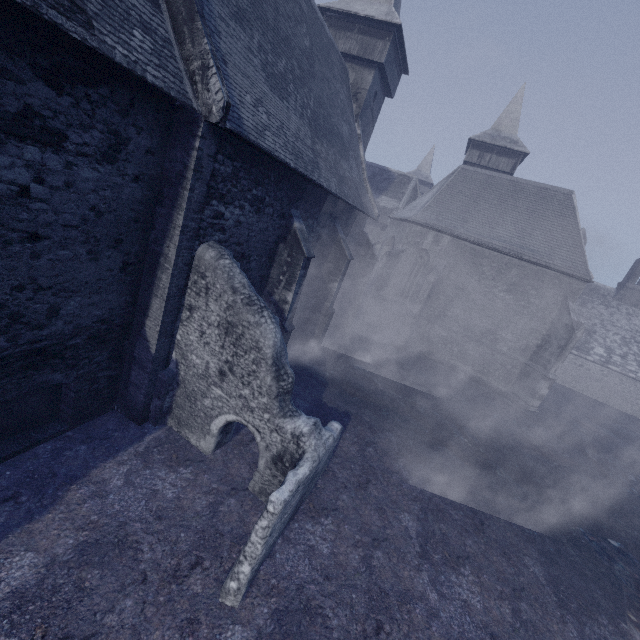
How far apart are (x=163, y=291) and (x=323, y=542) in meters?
6.2
